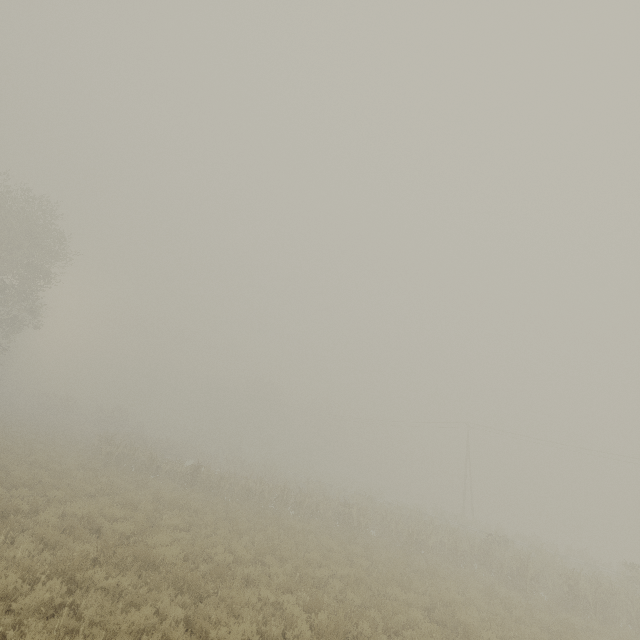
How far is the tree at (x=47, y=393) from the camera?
46.83m

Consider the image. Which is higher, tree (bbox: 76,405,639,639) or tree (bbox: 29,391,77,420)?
tree (bbox: 29,391,77,420)

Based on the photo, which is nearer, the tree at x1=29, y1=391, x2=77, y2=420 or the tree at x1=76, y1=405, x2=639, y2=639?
the tree at x1=76, y1=405, x2=639, y2=639

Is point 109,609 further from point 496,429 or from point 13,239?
point 496,429

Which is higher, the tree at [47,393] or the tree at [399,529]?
the tree at [47,393]

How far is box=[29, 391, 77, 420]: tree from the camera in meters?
46.8
